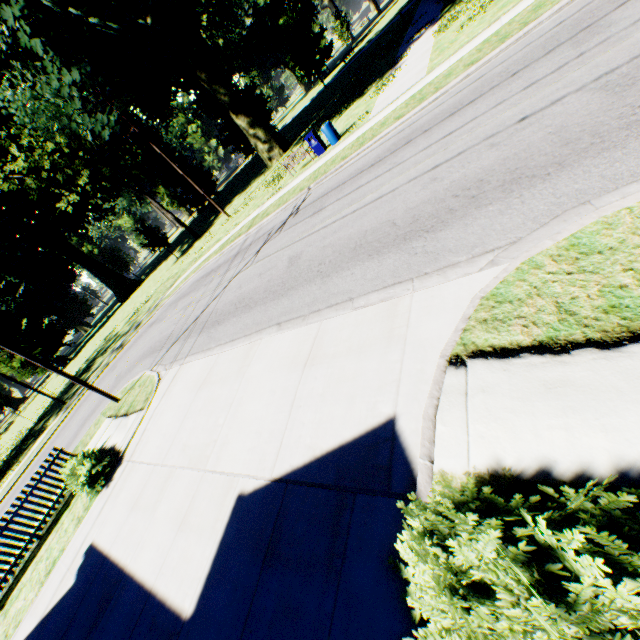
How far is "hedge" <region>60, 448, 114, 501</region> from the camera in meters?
9.3 m

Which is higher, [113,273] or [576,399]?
[113,273]

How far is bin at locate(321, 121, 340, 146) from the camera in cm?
1668

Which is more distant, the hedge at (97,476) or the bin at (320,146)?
the bin at (320,146)

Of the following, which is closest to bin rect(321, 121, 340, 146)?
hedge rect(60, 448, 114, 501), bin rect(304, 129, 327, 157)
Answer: bin rect(304, 129, 327, 157)

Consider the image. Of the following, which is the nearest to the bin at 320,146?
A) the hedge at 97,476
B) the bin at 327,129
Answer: the bin at 327,129

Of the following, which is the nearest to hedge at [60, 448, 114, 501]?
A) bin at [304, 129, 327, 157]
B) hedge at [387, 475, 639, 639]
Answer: hedge at [387, 475, 639, 639]

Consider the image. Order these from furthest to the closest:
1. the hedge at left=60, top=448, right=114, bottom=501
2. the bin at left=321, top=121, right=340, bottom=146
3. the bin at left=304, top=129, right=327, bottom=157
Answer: the bin at left=304, top=129, right=327, bottom=157 → the bin at left=321, top=121, right=340, bottom=146 → the hedge at left=60, top=448, right=114, bottom=501
